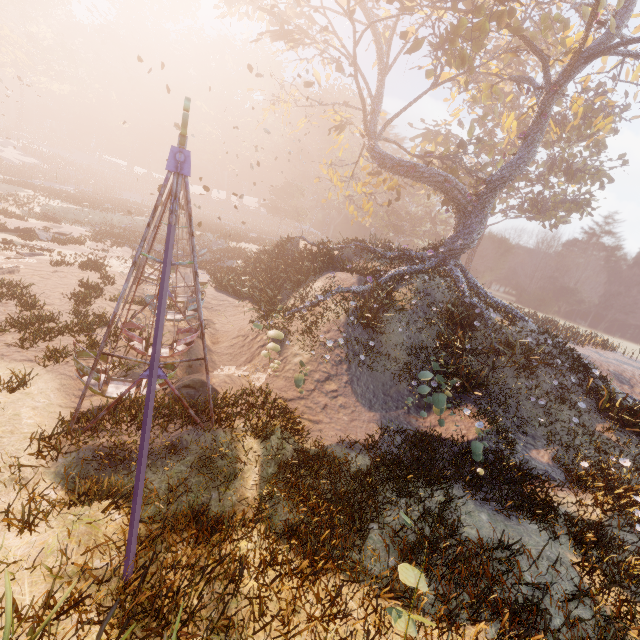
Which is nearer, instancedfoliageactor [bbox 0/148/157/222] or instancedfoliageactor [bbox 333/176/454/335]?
instancedfoliageactor [bbox 333/176/454/335]

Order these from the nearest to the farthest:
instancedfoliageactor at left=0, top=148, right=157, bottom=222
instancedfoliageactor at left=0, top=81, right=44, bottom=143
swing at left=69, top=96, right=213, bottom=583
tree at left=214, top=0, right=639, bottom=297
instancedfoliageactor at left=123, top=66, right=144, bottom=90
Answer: swing at left=69, top=96, right=213, bottom=583, tree at left=214, top=0, right=639, bottom=297, instancedfoliageactor at left=0, top=148, right=157, bottom=222, instancedfoliageactor at left=0, top=81, right=44, bottom=143, instancedfoliageactor at left=123, top=66, right=144, bottom=90

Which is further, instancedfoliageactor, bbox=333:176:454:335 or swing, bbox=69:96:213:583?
instancedfoliageactor, bbox=333:176:454:335

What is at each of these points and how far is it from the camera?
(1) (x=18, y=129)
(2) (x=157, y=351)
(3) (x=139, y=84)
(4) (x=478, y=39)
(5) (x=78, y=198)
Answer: (1) instancedfoliageactor, 57.8m
(2) swing, 5.3m
(3) instancedfoliageactor, 59.0m
(4) tree, 16.4m
(5) instancedfoliageactor, 33.0m

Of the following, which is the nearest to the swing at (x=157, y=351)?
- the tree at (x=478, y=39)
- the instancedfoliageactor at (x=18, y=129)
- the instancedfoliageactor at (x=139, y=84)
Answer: the tree at (x=478, y=39)

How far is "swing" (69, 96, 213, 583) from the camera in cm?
509

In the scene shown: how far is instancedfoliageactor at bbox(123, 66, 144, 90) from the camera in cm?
5651

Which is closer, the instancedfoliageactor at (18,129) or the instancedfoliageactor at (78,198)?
the instancedfoliageactor at (78,198)
